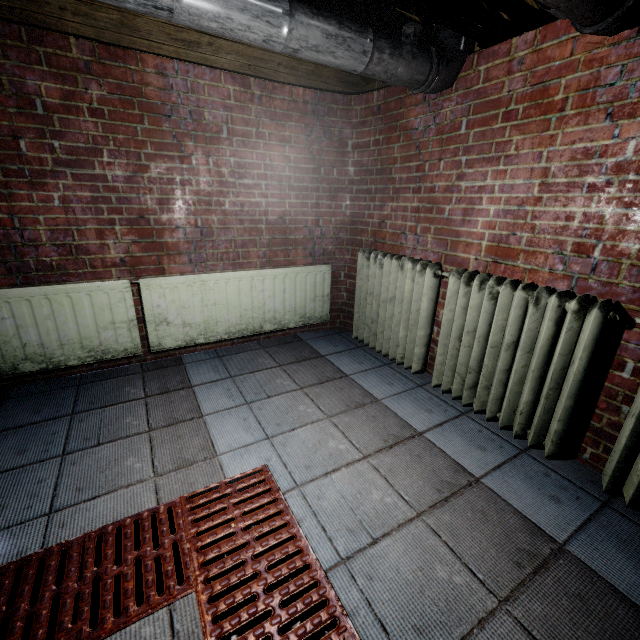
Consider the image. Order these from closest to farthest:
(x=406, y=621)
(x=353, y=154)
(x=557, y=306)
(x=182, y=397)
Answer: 1. (x=406, y=621)
2. (x=557, y=306)
3. (x=182, y=397)
4. (x=353, y=154)

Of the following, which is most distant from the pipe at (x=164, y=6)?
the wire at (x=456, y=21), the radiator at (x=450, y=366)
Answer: the radiator at (x=450, y=366)

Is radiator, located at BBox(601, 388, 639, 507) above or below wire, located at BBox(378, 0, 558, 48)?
below

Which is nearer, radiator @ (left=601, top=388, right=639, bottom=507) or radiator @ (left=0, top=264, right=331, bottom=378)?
radiator @ (left=601, top=388, right=639, bottom=507)

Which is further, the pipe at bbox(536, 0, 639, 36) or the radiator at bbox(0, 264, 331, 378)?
the radiator at bbox(0, 264, 331, 378)

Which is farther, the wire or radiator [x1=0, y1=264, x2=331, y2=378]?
radiator [x1=0, y1=264, x2=331, y2=378]

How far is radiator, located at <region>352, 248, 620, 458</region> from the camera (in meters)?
1.47

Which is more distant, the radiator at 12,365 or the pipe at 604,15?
the radiator at 12,365
